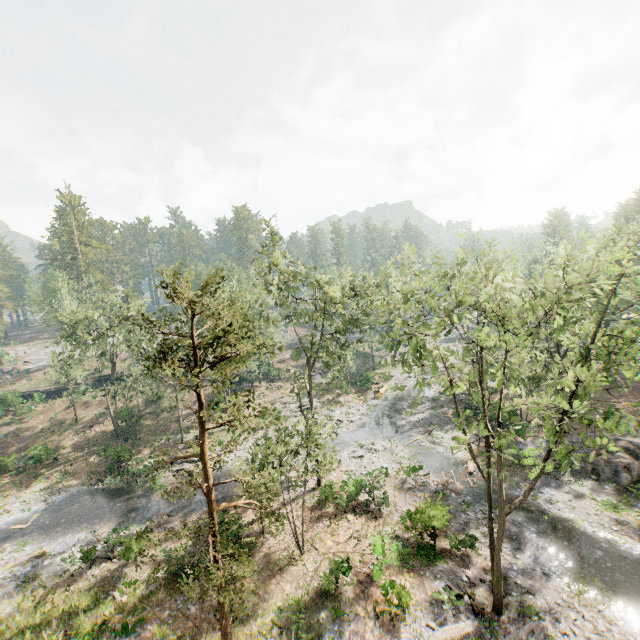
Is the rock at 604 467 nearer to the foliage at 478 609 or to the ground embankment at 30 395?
the foliage at 478 609

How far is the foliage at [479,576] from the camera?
18.0 meters

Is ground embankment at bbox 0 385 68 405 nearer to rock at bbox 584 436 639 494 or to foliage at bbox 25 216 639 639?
foliage at bbox 25 216 639 639

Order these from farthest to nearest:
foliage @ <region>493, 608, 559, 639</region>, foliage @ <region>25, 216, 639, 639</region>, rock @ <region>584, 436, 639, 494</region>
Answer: rock @ <region>584, 436, 639, 494</region> < foliage @ <region>493, 608, 559, 639</region> < foliage @ <region>25, 216, 639, 639</region>

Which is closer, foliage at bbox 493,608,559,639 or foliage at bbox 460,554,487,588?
foliage at bbox 493,608,559,639

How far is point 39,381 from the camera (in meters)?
56.78

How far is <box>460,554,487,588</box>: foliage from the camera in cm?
1805
